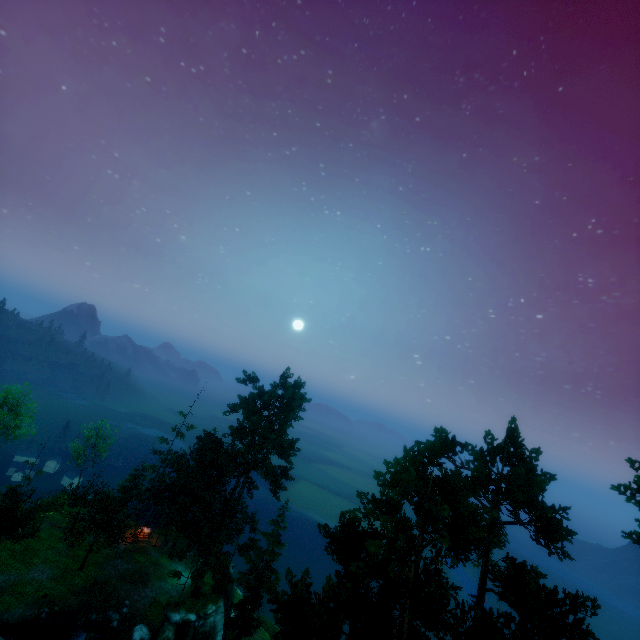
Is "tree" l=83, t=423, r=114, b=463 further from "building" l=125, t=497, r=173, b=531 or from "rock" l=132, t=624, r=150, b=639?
"rock" l=132, t=624, r=150, b=639

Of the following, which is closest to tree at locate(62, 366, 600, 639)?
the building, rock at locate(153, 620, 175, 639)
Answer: the building

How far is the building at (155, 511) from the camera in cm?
3934

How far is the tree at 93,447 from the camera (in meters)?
45.62

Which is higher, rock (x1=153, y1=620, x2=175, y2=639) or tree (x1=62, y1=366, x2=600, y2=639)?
tree (x1=62, y1=366, x2=600, y2=639)

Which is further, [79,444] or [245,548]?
[79,444]
